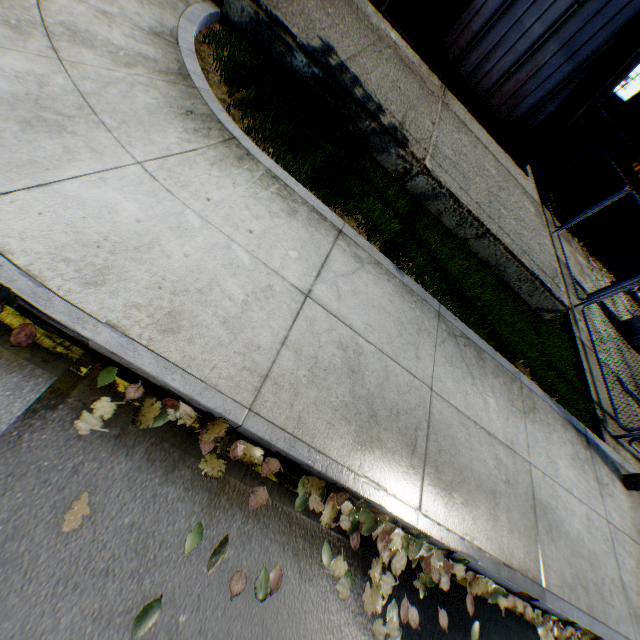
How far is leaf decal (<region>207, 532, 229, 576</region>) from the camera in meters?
2.1

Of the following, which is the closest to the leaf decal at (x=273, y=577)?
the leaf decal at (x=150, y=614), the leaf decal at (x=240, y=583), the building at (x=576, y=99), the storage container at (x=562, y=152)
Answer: the leaf decal at (x=240, y=583)

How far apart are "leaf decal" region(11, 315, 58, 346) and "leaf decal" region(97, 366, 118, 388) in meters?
0.4 m

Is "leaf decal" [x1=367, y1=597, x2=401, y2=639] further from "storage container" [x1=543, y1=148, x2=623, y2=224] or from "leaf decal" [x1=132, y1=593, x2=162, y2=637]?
"storage container" [x1=543, y1=148, x2=623, y2=224]

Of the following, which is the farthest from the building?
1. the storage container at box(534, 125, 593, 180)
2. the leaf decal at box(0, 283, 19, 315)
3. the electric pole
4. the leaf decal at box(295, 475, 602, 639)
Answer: the leaf decal at box(295, 475, 602, 639)

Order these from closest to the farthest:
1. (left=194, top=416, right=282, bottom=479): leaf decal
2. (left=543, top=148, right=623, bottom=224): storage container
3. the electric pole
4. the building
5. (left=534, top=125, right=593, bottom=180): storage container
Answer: (left=194, top=416, right=282, bottom=479): leaf decal
the electric pole
the building
(left=543, top=148, right=623, bottom=224): storage container
(left=534, top=125, right=593, bottom=180): storage container

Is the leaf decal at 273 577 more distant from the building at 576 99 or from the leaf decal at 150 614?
the building at 576 99

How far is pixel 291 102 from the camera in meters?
5.0
